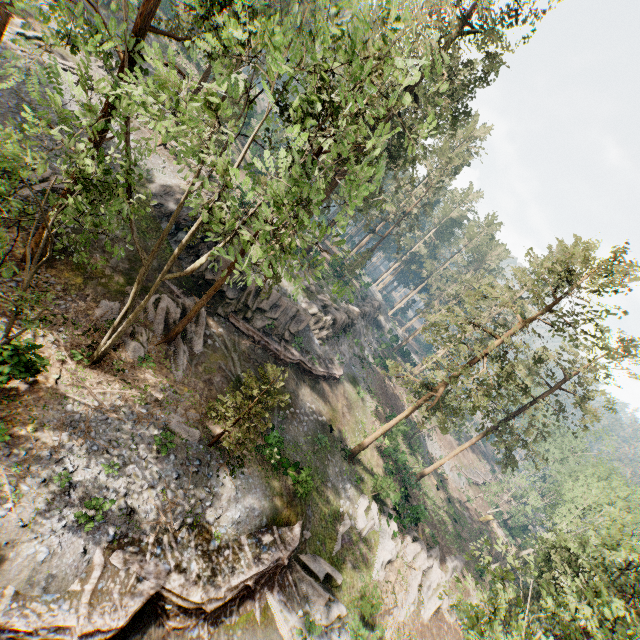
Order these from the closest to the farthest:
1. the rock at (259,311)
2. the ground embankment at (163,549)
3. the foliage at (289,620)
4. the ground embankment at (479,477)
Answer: the ground embankment at (163,549) < the foliage at (289,620) < the rock at (259,311) < the ground embankment at (479,477)

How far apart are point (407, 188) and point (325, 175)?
39.9 meters

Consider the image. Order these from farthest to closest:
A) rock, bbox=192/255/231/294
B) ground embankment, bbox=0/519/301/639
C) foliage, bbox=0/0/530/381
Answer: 1. rock, bbox=192/255/231/294
2. ground embankment, bbox=0/519/301/639
3. foliage, bbox=0/0/530/381

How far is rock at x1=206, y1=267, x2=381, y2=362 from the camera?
25.1m

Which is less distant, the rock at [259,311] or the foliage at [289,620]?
the foliage at [289,620]

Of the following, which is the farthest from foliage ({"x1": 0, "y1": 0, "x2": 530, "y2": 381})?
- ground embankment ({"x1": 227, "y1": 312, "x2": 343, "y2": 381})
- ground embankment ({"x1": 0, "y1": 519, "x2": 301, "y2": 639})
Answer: ground embankment ({"x1": 227, "y1": 312, "x2": 343, "y2": 381})

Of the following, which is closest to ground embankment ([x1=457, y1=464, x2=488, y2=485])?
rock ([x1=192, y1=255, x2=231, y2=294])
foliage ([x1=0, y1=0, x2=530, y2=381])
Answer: foliage ([x1=0, y1=0, x2=530, y2=381])
